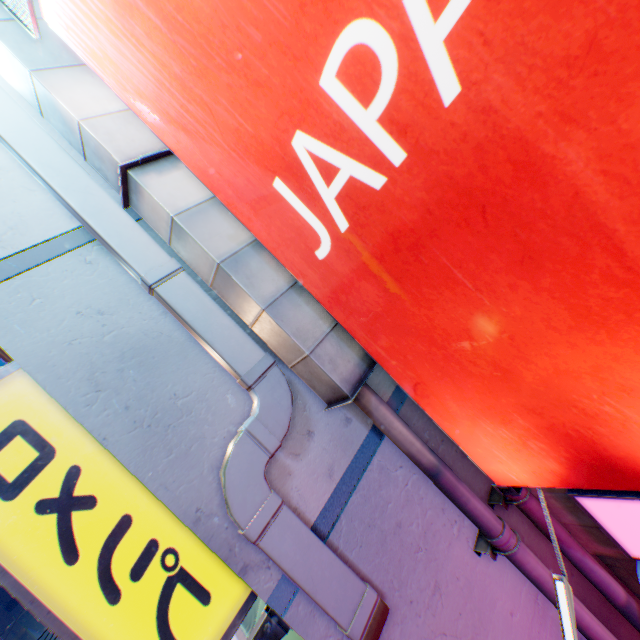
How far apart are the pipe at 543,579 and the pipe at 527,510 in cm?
28

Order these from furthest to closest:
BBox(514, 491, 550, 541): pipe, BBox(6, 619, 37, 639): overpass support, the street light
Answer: BBox(6, 619, 37, 639): overpass support, BBox(514, 491, 550, 541): pipe, the street light

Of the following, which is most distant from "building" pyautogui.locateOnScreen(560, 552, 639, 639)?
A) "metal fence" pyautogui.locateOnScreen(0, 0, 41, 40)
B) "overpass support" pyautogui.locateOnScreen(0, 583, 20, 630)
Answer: "overpass support" pyautogui.locateOnScreen(0, 583, 20, 630)

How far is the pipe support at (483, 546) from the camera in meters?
2.8 m

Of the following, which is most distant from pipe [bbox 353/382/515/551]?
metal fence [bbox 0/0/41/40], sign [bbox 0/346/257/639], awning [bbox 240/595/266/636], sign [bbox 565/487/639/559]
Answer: metal fence [bbox 0/0/41/40]

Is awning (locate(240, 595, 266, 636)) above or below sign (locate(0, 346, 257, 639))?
below

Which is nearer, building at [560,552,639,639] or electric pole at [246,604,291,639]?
electric pole at [246,604,291,639]

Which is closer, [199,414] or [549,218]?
[549,218]
